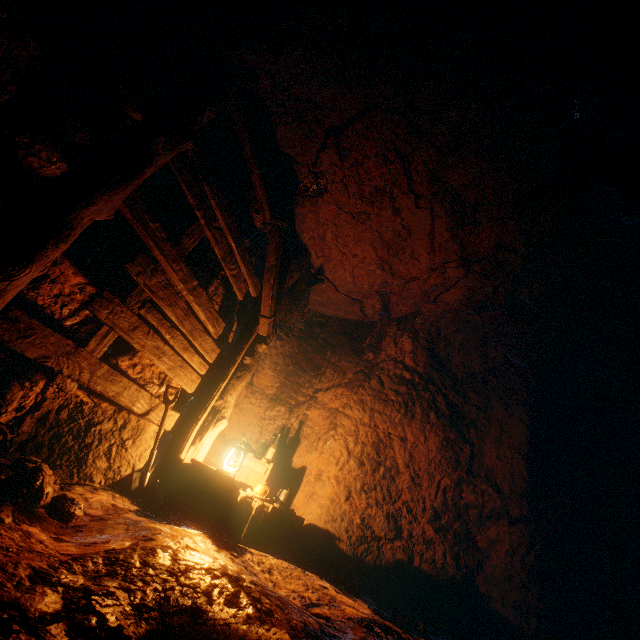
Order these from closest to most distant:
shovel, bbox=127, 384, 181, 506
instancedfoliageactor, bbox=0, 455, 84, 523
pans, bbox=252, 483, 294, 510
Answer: instancedfoliageactor, bbox=0, 455, 84, 523 < shovel, bbox=127, 384, 181, 506 < pans, bbox=252, 483, 294, 510

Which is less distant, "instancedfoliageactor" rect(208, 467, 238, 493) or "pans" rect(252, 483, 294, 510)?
"instancedfoliageactor" rect(208, 467, 238, 493)

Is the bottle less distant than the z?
No

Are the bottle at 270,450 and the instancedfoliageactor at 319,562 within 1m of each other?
no

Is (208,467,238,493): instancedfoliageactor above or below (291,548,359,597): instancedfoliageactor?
above

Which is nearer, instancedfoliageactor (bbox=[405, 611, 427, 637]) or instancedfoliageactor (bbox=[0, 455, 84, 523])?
instancedfoliageactor (bbox=[0, 455, 84, 523])

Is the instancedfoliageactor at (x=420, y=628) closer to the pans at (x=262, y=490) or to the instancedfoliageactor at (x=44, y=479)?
the pans at (x=262, y=490)

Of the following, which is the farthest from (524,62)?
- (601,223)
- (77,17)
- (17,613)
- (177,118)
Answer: (17,613)
